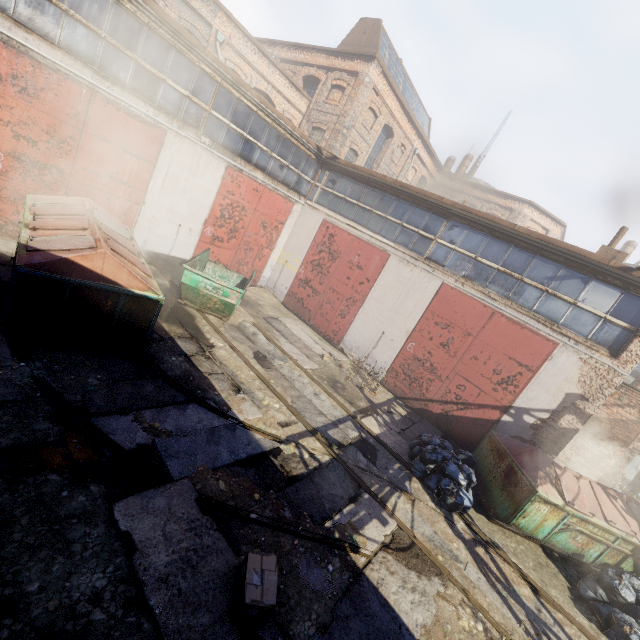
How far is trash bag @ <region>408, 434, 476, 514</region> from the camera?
7.02m

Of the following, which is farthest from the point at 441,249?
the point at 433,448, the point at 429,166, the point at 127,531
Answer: the point at 429,166

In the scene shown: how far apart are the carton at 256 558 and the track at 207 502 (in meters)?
0.68

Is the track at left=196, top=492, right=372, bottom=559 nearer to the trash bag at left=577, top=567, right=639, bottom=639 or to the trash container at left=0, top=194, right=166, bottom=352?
the trash container at left=0, top=194, right=166, bottom=352

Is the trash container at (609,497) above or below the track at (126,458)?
above

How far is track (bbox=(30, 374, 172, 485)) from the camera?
4.4 meters

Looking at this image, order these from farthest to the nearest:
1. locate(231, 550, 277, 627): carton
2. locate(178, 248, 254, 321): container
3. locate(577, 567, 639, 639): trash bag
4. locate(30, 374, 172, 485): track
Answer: locate(178, 248, 254, 321): container → locate(577, 567, 639, 639): trash bag → locate(30, 374, 172, 485): track → locate(231, 550, 277, 627): carton

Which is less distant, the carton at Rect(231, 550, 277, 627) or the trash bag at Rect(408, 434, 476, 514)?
the carton at Rect(231, 550, 277, 627)
